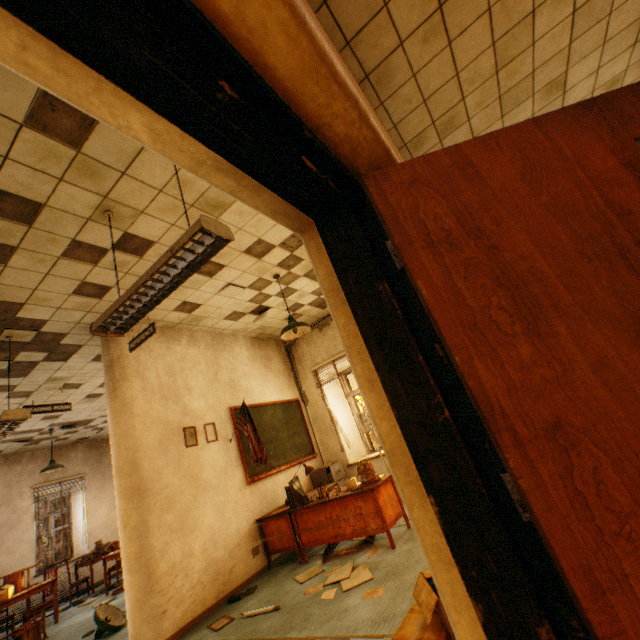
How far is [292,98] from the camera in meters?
0.8 m

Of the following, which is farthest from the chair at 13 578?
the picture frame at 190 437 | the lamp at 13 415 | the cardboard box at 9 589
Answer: the picture frame at 190 437

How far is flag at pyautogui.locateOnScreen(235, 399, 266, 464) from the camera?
4.95m

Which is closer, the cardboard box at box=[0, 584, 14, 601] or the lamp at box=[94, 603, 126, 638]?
the lamp at box=[94, 603, 126, 638]

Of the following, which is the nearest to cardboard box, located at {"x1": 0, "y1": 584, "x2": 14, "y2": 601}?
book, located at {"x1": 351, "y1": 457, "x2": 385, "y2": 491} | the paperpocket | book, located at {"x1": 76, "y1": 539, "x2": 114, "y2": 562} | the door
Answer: book, located at {"x1": 76, "y1": 539, "x2": 114, "y2": 562}

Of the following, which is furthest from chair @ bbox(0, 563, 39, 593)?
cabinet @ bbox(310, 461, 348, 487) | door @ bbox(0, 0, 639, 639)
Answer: door @ bbox(0, 0, 639, 639)

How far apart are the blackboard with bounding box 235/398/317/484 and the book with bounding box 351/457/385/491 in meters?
1.7 m

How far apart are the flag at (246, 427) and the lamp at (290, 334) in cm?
130
